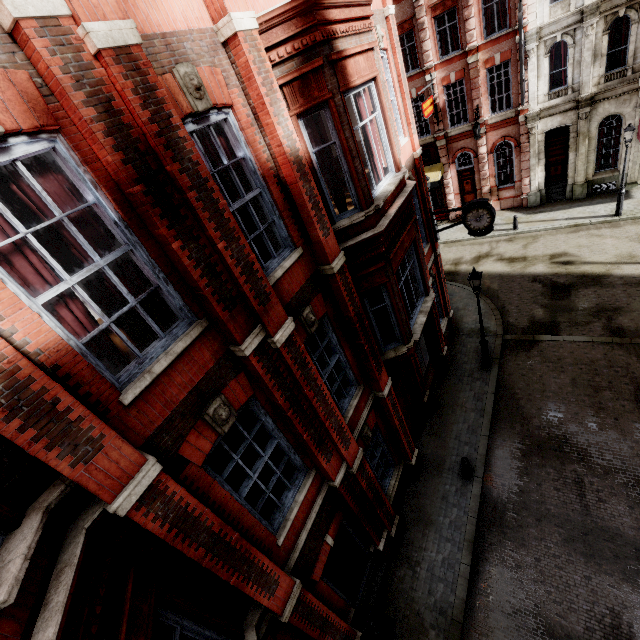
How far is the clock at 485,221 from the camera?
11.6 meters

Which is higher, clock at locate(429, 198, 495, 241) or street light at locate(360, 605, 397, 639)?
clock at locate(429, 198, 495, 241)

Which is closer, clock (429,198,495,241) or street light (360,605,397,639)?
street light (360,605,397,639)

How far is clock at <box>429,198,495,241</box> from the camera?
11.6 meters

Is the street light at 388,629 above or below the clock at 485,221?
below

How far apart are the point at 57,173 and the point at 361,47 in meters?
6.1
